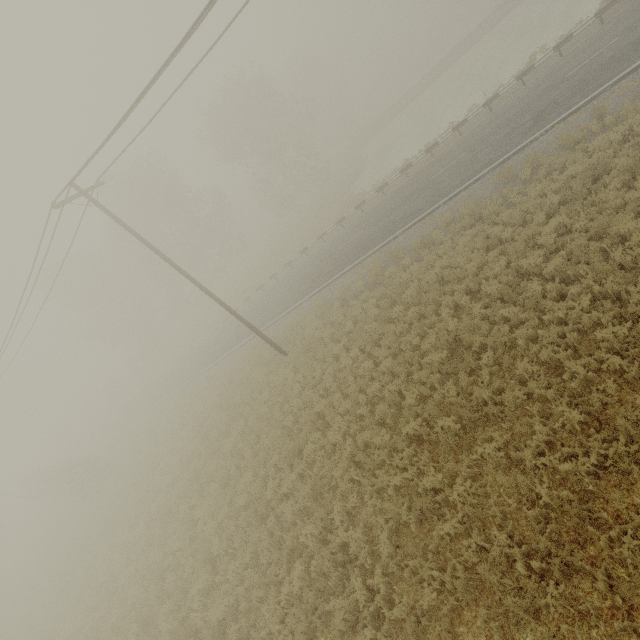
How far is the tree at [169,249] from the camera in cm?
3350

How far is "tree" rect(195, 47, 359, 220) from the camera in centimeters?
3562cm

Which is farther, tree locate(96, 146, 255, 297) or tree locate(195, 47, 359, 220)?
tree locate(195, 47, 359, 220)

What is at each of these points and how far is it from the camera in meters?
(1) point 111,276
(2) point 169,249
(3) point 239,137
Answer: (1) tree, 41.8
(2) tree, 35.6
(3) tree, 37.4

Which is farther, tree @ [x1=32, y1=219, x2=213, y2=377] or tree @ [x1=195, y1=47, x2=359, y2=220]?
tree @ [x1=32, y1=219, x2=213, y2=377]

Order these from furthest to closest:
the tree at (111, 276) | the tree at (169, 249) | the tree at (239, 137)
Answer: the tree at (111, 276), the tree at (239, 137), the tree at (169, 249)
